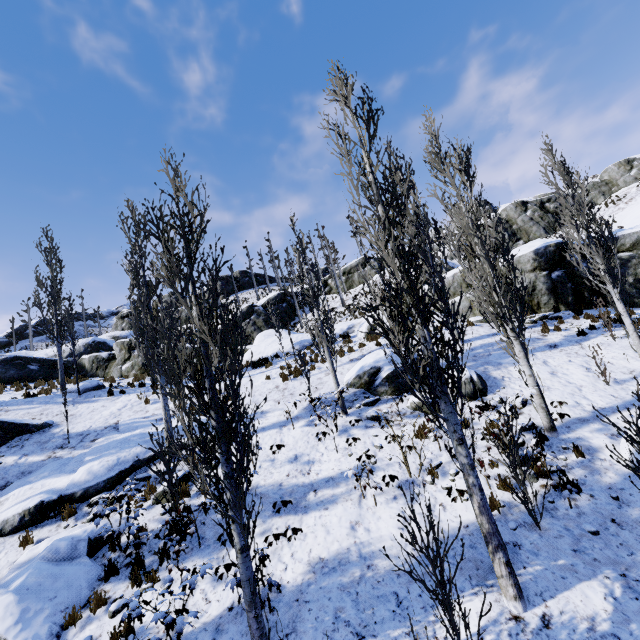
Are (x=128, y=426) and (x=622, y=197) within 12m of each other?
no

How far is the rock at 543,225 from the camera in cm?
1627

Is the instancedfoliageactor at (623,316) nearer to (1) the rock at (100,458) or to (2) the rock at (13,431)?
(1) the rock at (100,458)

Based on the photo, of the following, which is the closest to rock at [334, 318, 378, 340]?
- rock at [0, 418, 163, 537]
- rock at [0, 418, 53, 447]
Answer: rock at [0, 418, 163, 537]

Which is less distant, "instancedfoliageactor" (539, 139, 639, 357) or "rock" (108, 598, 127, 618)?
"rock" (108, 598, 127, 618)

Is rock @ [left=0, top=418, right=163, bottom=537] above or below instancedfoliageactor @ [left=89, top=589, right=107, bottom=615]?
above

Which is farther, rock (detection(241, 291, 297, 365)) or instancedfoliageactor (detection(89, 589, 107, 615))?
rock (detection(241, 291, 297, 365))

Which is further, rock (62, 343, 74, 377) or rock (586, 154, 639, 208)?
rock (586, 154, 639, 208)
